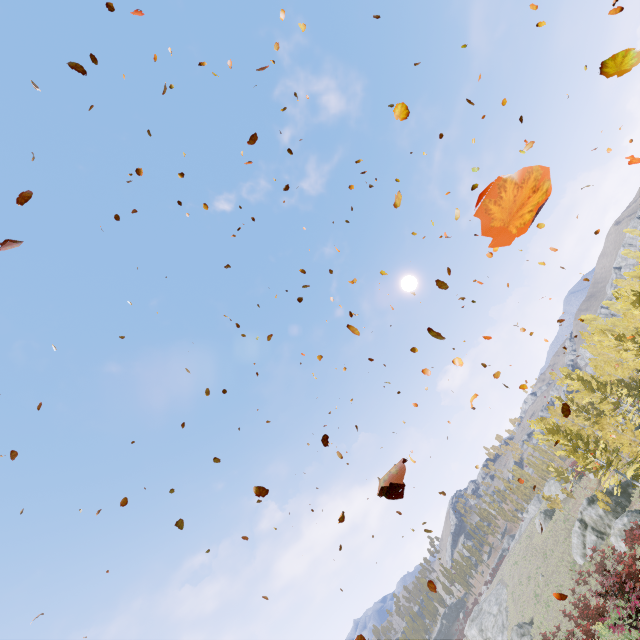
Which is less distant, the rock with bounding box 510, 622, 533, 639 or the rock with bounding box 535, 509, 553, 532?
the rock with bounding box 510, 622, 533, 639

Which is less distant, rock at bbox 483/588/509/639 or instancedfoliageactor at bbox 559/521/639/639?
instancedfoliageactor at bbox 559/521/639/639

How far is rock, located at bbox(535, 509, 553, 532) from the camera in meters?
50.4

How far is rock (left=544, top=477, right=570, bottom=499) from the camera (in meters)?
51.66

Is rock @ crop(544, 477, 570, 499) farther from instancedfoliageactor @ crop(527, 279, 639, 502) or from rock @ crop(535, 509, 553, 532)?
instancedfoliageactor @ crop(527, 279, 639, 502)

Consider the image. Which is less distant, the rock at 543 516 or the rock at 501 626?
the rock at 543 516

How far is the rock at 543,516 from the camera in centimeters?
5041cm

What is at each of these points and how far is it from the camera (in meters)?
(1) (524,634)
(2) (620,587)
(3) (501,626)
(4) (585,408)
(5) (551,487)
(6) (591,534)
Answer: (1) rock, 38.44
(2) instancedfoliageactor, 14.71
(3) rock, 52.00
(4) instancedfoliageactor, 49.00
(5) rock, 54.31
(6) rock, 34.16
